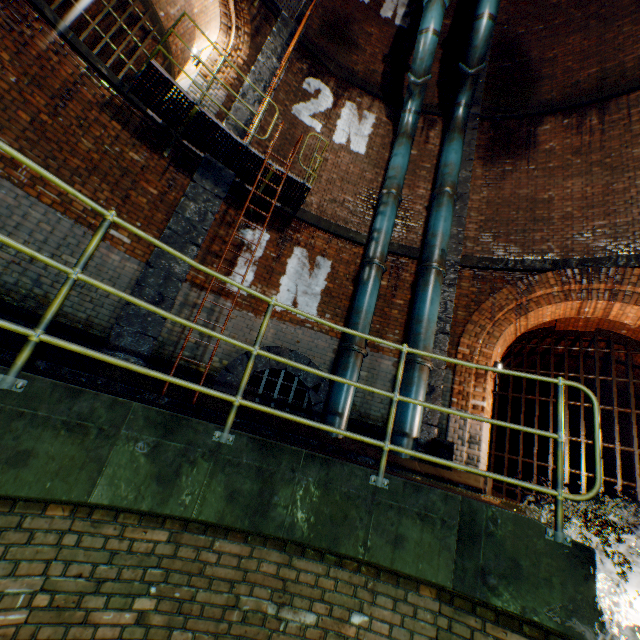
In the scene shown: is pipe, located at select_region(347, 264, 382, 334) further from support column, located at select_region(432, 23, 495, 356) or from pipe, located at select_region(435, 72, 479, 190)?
pipe, located at select_region(435, 72, 479, 190)

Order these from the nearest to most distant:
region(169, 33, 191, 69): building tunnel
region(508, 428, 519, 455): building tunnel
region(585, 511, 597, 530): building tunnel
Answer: region(169, 33, 191, 69): building tunnel < region(585, 511, 597, 530): building tunnel < region(508, 428, 519, 455): building tunnel

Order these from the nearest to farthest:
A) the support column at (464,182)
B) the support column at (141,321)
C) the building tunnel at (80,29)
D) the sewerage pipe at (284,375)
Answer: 1. the support column at (141,321)
2. the sewerage pipe at (284,375)
3. the support column at (464,182)
4. the building tunnel at (80,29)

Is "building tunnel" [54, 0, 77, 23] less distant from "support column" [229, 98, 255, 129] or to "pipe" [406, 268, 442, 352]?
"support column" [229, 98, 255, 129]

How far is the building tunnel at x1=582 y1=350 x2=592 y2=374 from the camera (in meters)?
9.51

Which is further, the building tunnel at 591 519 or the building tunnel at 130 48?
the building tunnel at 591 519

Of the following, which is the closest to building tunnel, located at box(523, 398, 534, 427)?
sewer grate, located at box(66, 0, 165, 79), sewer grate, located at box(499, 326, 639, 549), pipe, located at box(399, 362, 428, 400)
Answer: sewer grate, located at box(499, 326, 639, 549)

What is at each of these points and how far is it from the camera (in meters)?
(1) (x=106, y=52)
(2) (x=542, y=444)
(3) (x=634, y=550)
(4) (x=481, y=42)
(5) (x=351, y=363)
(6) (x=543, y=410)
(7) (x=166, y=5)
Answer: (1) building tunnel, 10.27
(2) building tunnel, 16.81
(3) building tunnel, 5.99
(4) pipe, 7.46
(5) pipe, 6.16
(6) building tunnel, 15.97
(7) building tunnel, 8.54
